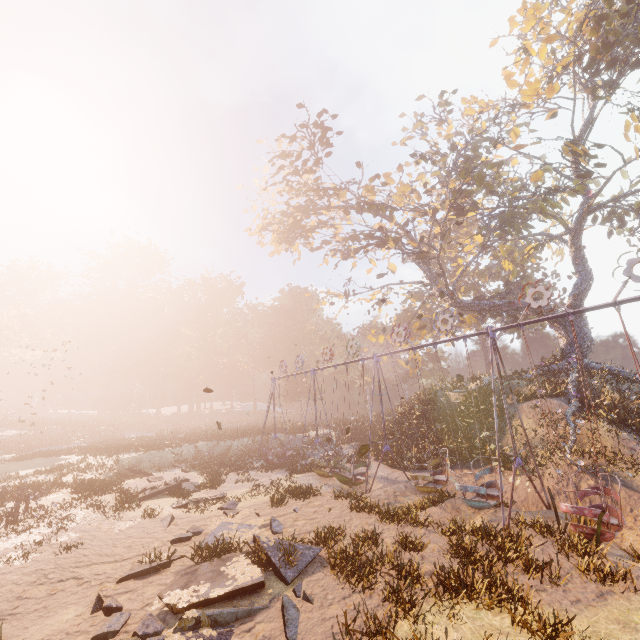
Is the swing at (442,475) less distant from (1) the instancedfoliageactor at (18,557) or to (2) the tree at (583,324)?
(2) the tree at (583,324)

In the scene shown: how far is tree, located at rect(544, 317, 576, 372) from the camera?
21.8m

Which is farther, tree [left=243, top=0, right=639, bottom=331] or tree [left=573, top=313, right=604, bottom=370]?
tree [left=573, top=313, right=604, bottom=370]

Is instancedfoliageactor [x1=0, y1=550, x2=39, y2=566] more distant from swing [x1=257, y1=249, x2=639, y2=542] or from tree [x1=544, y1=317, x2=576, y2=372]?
tree [x1=544, y1=317, x2=576, y2=372]

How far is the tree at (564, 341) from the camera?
21.8m

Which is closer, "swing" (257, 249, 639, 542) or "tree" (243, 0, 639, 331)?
"swing" (257, 249, 639, 542)

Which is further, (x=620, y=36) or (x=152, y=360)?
(x=152, y=360)
